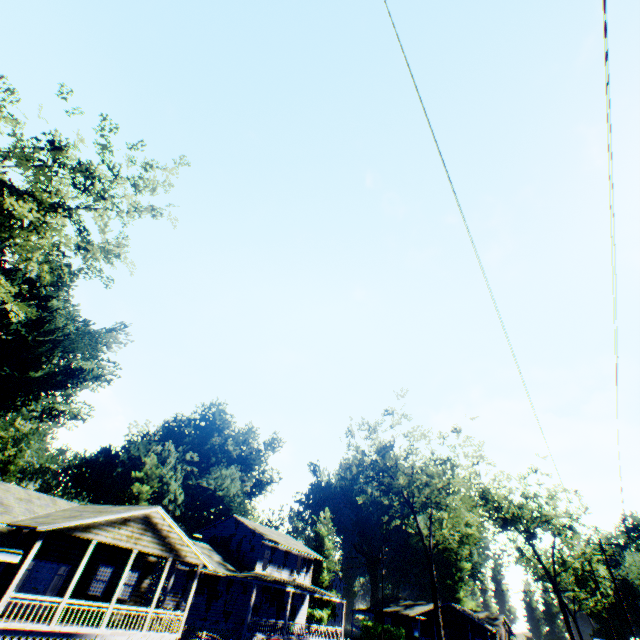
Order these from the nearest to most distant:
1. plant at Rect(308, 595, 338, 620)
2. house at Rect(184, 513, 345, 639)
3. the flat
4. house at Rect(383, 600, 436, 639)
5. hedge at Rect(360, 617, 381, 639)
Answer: the flat < house at Rect(184, 513, 345, 639) < hedge at Rect(360, 617, 381, 639) < house at Rect(383, 600, 436, 639) < plant at Rect(308, 595, 338, 620)

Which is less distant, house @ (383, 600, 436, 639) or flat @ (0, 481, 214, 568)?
flat @ (0, 481, 214, 568)

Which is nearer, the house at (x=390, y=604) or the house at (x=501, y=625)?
the house at (x=501, y=625)

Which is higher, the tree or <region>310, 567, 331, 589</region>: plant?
the tree

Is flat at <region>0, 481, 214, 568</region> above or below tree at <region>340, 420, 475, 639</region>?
below

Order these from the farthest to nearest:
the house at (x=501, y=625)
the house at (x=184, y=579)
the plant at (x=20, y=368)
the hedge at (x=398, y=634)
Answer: the house at (x=501, y=625) < the hedge at (x=398, y=634) < the plant at (x=20, y=368) < the house at (x=184, y=579)

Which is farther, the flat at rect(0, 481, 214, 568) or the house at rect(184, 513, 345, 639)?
the house at rect(184, 513, 345, 639)

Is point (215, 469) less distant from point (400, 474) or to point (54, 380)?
point (54, 380)
